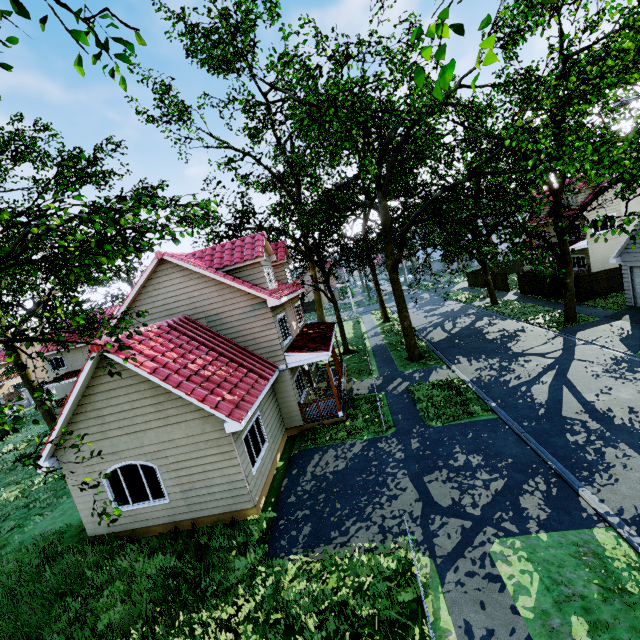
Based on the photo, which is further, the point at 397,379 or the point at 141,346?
the point at 397,379

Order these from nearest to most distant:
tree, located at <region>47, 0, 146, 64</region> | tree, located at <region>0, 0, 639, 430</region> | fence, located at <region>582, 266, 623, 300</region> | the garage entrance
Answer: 1. tree, located at <region>47, 0, 146, 64</region>
2. tree, located at <region>0, 0, 639, 430</region>
3. the garage entrance
4. fence, located at <region>582, 266, 623, 300</region>

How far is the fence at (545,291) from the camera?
26.56m

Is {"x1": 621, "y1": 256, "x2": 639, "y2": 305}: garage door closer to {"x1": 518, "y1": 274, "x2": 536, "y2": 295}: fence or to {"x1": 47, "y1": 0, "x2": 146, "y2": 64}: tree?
{"x1": 47, "y1": 0, "x2": 146, "y2": 64}: tree

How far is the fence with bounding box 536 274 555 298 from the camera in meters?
26.6 m
